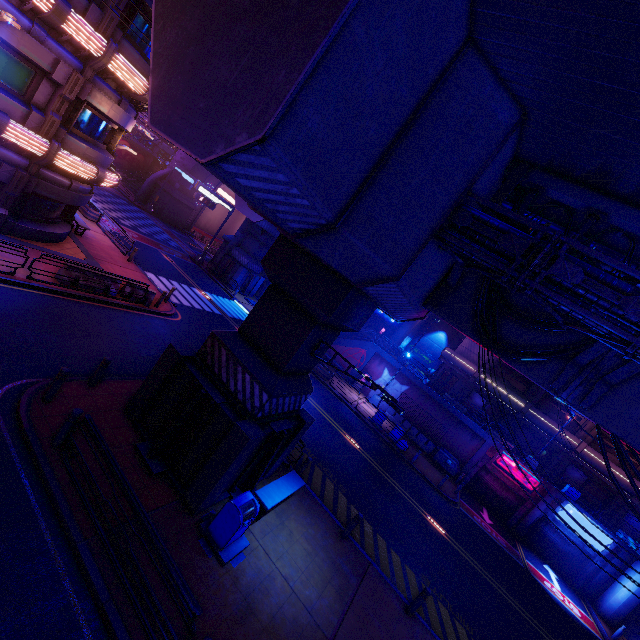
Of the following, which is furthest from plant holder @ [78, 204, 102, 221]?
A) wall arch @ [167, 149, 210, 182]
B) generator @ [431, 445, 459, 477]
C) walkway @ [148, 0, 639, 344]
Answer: generator @ [431, 445, 459, 477]

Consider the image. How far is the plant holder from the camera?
23.69m

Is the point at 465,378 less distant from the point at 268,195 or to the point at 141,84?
the point at 268,195

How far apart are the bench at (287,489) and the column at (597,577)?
26.3 meters

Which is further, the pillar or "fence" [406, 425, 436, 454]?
"fence" [406, 425, 436, 454]

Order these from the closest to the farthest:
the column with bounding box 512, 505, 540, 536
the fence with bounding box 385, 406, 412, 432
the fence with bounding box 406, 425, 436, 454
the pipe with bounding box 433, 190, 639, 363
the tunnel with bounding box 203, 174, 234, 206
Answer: the pipe with bounding box 433, 190, 639, 363 < the column with bounding box 512, 505, 540, 536 < the fence with bounding box 406, 425, 436, 454 < the fence with bounding box 385, 406, 412, 432 < the tunnel with bounding box 203, 174, 234, 206

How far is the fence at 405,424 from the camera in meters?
29.3

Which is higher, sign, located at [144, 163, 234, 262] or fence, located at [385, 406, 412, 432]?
sign, located at [144, 163, 234, 262]
